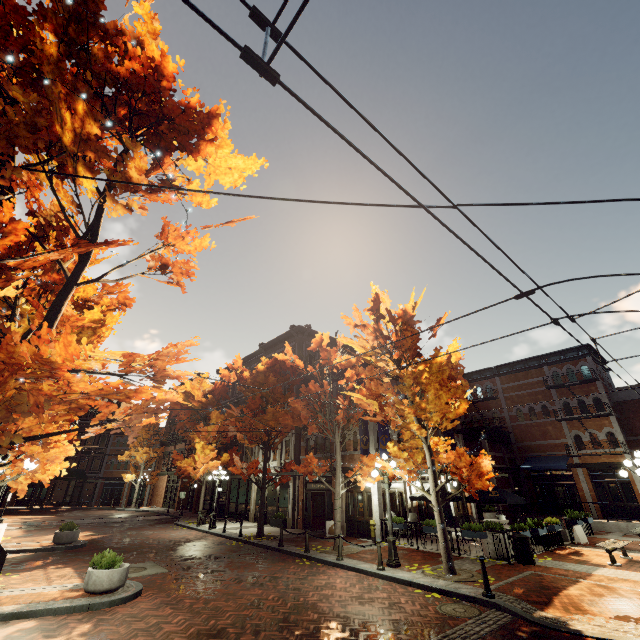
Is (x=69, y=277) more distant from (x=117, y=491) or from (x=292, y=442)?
(x=117, y=491)

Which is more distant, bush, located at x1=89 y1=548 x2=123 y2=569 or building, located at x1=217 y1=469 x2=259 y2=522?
building, located at x1=217 y1=469 x2=259 y2=522

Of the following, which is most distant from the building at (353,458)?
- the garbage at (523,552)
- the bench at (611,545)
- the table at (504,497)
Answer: the bench at (611,545)

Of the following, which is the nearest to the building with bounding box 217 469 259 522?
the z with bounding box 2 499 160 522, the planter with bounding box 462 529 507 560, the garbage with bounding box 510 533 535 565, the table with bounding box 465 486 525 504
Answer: the z with bounding box 2 499 160 522

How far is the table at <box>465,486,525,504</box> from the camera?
14.65m

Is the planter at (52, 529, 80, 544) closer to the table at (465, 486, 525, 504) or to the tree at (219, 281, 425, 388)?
the tree at (219, 281, 425, 388)

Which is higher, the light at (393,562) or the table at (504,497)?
the table at (504,497)

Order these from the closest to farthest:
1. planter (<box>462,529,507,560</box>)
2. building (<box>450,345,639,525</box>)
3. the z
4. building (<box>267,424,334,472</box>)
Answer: planter (<box>462,529,507,560</box>), building (<box>267,424,334,472</box>), building (<box>450,345,639,525</box>), the z
